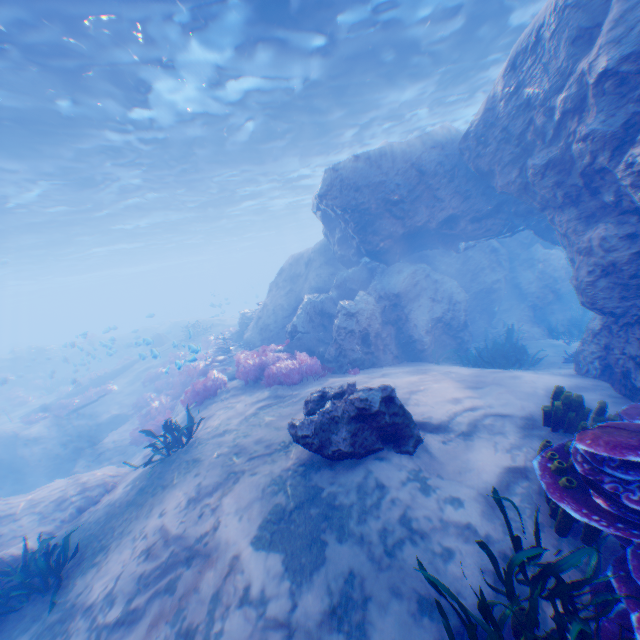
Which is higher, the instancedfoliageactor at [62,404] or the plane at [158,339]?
the plane at [158,339]

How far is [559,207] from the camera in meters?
8.0 m

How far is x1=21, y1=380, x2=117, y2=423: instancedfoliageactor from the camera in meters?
18.9

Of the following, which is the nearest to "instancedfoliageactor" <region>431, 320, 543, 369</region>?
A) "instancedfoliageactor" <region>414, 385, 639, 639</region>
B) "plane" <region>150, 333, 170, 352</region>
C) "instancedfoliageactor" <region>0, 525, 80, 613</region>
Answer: "plane" <region>150, 333, 170, 352</region>

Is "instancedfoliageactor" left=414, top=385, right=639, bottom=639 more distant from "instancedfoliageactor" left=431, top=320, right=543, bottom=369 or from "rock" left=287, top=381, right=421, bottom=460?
"instancedfoliageactor" left=431, top=320, right=543, bottom=369

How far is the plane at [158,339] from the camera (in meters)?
14.27

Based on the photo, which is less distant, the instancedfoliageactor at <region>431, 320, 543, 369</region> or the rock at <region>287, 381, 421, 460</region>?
the rock at <region>287, 381, 421, 460</region>

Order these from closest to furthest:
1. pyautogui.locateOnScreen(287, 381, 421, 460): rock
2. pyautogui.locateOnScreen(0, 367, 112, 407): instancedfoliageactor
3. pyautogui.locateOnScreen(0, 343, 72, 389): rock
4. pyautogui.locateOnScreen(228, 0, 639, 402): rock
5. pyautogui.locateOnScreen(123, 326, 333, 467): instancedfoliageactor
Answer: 1. pyautogui.locateOnScreen(287, 381, 421, 460): rock
2. pyautogui.locateOnScreen(228, 0, 639, 402): rock
3. pyautogui.locateOnScreen(123, 326, 333, 467): instancedfoliageactor
4. pyautogui.locateOnScreen(0, 367, 112, 407): instancedfoliageactor
5. pyautogui.locateOnScreen(0, 343, 72, 389): rock
